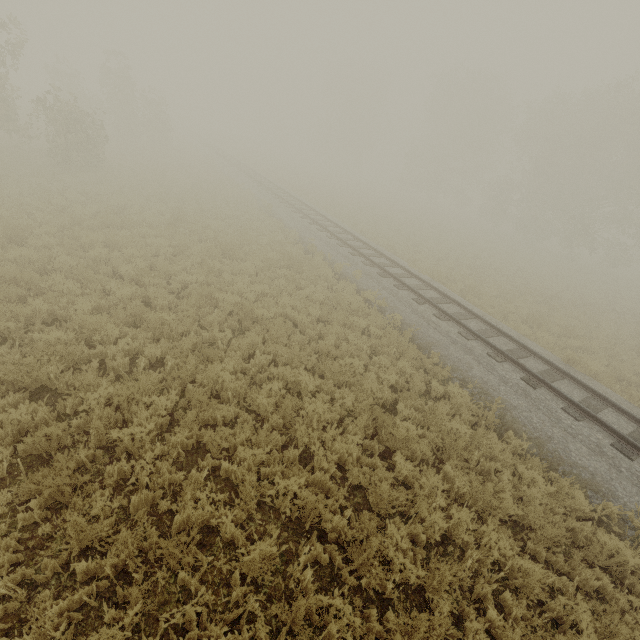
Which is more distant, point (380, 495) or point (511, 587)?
point (380, 495)

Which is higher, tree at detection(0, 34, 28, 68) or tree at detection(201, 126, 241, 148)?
tree at detection(0, 34, 28, 68)

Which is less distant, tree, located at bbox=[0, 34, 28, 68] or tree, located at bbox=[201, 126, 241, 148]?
tree, located at bbox=[0, 34, 28, 68]

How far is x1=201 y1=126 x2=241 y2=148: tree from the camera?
53.4 meters

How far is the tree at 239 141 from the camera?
53.4 meters

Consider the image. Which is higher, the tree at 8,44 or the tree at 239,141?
the tree at 8,44
